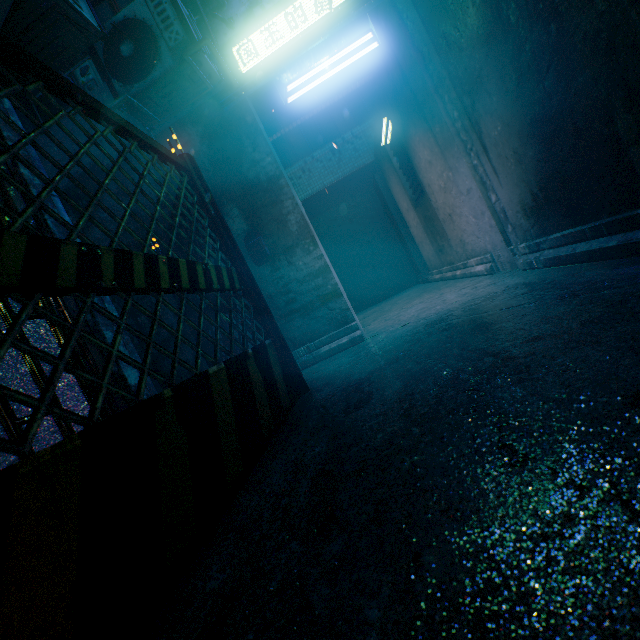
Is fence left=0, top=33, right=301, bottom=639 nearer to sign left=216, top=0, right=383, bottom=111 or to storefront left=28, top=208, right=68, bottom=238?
storefront left=28, top=208, right=68, bottom=238

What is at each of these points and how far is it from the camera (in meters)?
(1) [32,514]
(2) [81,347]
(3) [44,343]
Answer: (1) fence, 0.60
(2) storefront, 1.76
(3) storefront, 1.78

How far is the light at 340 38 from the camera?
2.8m

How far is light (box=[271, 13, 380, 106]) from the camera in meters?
2.8 m

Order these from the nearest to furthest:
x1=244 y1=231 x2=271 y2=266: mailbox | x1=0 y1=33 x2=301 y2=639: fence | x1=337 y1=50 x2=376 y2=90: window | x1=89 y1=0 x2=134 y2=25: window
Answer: x1=0 y1=33 x2=301 y2=639: fence < x1=244 y1=231 x2=271 y2=266: mailbox < x1=89 y1=0 x2=134 y2=25: window < x1=337 y1=50 x2=376 y2=90: window

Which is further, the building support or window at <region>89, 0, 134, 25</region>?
window at <region>89, 0, 134, 25</region>

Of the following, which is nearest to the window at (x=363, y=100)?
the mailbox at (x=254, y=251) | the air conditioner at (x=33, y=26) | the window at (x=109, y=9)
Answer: the window at (x=109, y=9)

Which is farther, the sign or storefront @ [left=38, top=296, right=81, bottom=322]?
the sign
